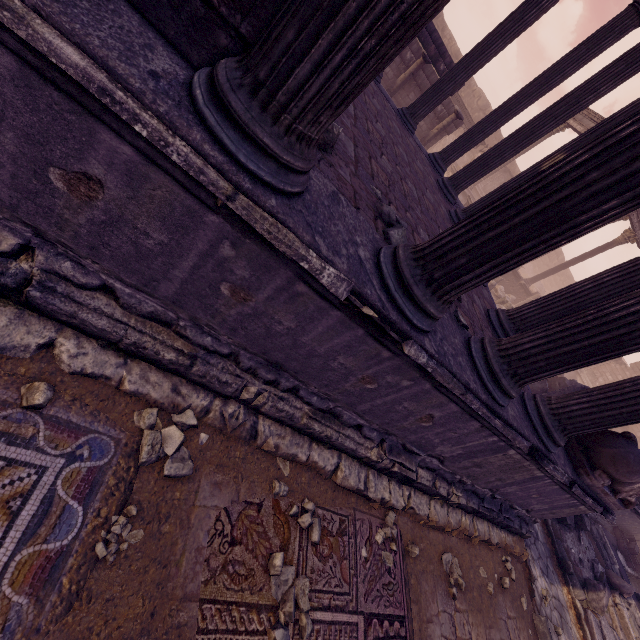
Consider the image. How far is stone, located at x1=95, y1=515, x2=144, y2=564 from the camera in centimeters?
172cm

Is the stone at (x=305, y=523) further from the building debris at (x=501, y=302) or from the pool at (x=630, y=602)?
the building debris at (x=501, y=302)

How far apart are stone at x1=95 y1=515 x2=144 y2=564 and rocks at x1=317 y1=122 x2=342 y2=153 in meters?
2.7

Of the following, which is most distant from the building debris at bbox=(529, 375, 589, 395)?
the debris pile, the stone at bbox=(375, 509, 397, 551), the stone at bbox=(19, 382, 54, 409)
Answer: the stone at bbox=(19, 382, 54, 409)

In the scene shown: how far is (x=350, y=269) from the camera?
1.84m

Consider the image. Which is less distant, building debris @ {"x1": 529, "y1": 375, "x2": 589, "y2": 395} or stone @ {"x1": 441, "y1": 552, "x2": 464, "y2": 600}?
stone @ {"x1": 441, "y1": 552, "x2": 464, "y2": 600}

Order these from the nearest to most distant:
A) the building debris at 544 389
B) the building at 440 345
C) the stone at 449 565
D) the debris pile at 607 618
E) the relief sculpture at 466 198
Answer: the building at 440 345 < the stone at 449 565 < the debris pile at 607 618 < the building debris at 544 389 < the relief sculpture at 466 198

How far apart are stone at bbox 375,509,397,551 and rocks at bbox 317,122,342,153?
3.7 meters
